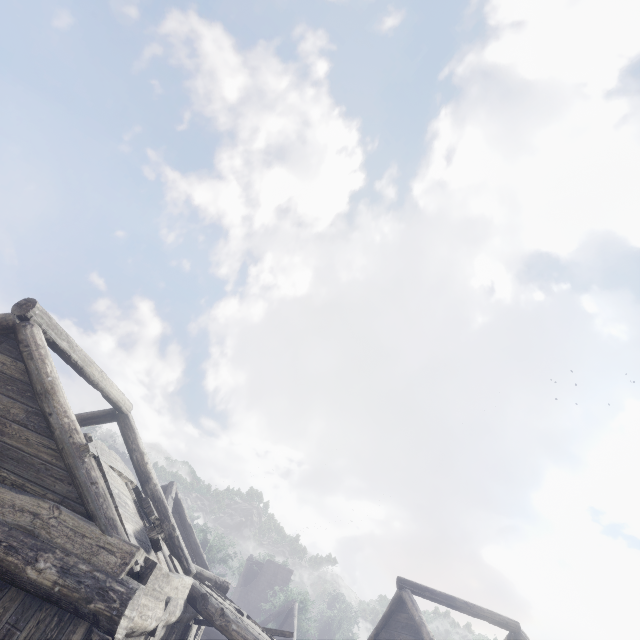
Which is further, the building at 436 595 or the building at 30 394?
the building at 436 595

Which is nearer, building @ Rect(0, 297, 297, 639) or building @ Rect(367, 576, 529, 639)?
building @ Rect(0, 297, 297, 639)

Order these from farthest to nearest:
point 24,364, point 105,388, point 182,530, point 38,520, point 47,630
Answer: point 182,530
point 105,388
point 24,364
point 38,520
point 47,630
